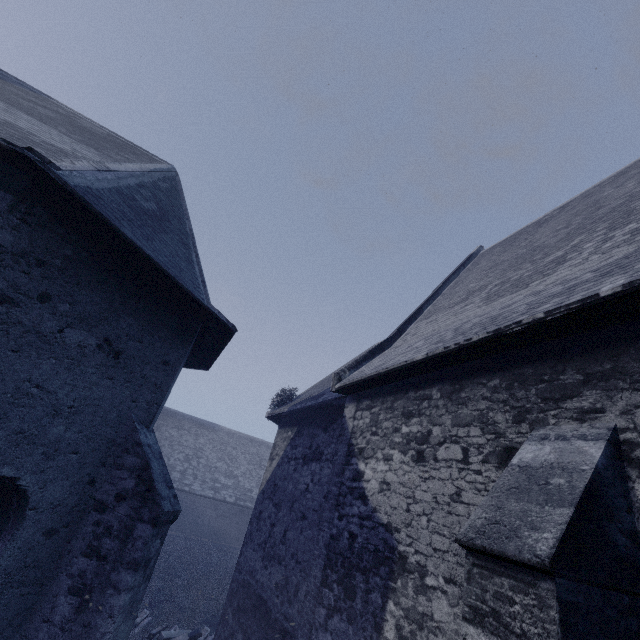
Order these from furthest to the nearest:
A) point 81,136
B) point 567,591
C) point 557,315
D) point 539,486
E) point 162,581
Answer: point 162,581 < point 81,136 < point 557,315 < point 539,486 < point 567,591
